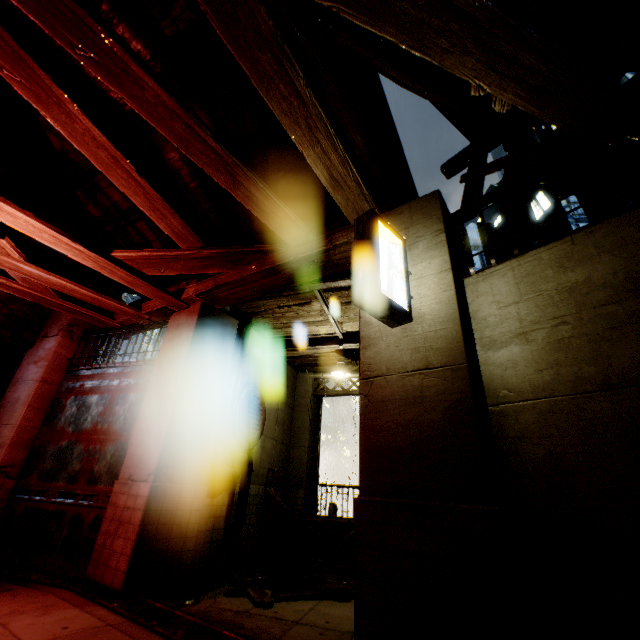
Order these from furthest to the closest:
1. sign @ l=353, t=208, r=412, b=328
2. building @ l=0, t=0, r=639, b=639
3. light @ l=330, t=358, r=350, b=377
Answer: light @ l=330, t=358, r=350, b=377 < sign @ l=353, t=208, r=412, b=328 < building @ l=0, t=0, r=639, b=639

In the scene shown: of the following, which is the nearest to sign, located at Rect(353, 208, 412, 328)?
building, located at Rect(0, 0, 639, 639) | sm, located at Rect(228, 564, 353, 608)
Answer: building, located at Rect(0, 0, 639, 639)

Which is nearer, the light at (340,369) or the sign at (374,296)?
the sign at (374,296)

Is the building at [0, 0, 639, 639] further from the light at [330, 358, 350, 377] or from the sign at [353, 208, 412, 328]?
the light at [330, 358, 350, 377]

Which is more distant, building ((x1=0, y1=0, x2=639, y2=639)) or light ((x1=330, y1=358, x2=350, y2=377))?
light ((x1=330, y1=358, x2=350, y2=377))

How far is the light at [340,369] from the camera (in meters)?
8.89

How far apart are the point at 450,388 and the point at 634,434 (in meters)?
1.37

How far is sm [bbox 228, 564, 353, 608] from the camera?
5.69m
